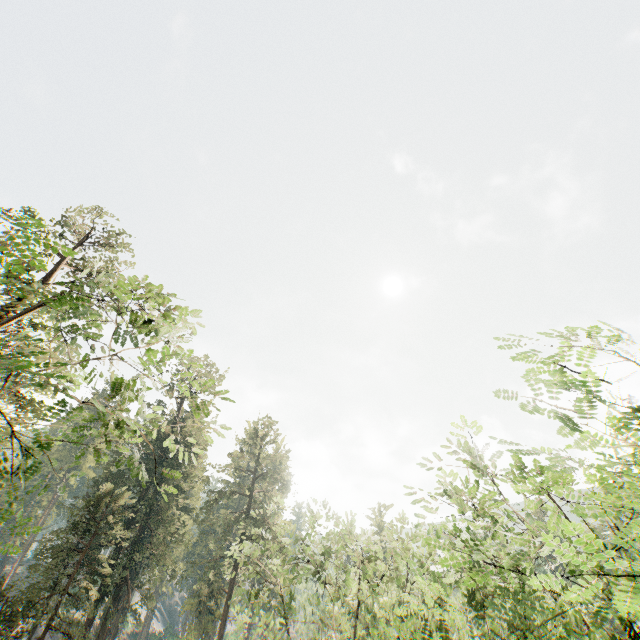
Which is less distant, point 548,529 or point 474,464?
point 548,529
